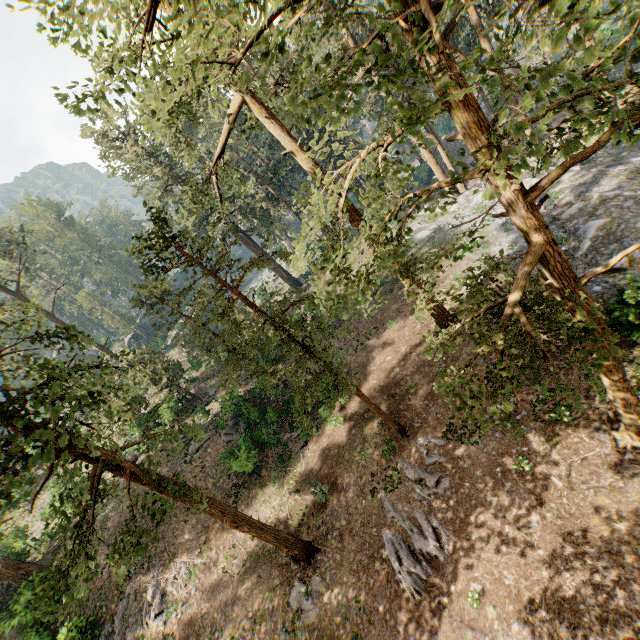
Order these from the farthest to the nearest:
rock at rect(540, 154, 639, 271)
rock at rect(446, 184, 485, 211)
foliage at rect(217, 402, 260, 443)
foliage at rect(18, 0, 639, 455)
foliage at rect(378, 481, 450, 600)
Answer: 1. rock at rect(446, 184, 485, 211)
2. foliage at rect(217, 402, 260, 443)
3. rock at rect(540, 154, 639, 271)
4. foliage at rect(378, 481, 450, 600)
5. foliage at rect(18, 0, 639, 455)

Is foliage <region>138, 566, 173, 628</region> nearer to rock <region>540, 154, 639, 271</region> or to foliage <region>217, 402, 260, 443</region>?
foliage <region>217, 402, 260, 443</region>

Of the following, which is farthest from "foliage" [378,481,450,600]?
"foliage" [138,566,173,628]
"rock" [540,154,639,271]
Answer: "foliage" [138,566,173,628]

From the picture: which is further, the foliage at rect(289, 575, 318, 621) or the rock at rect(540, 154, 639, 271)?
the rock at rect(540, 154, 639, 271)

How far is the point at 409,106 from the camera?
2.59m

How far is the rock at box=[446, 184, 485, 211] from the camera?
29.5 meters

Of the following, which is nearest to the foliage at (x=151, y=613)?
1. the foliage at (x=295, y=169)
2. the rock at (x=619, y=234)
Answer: the foliage at (x=295, y=169)
